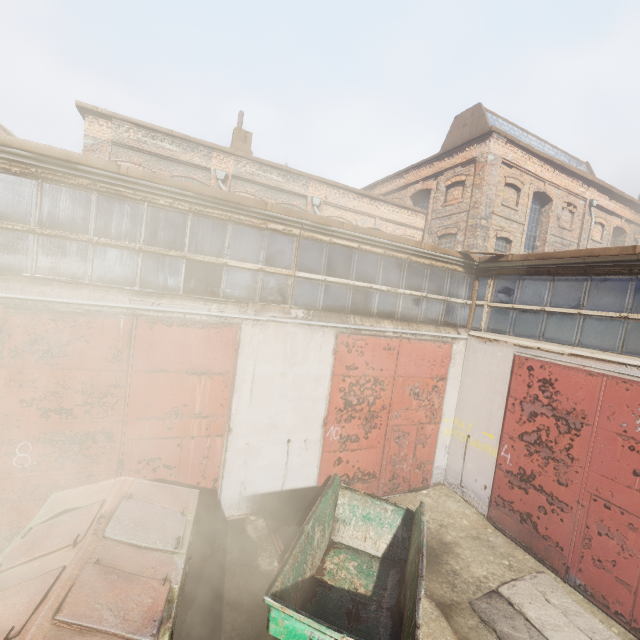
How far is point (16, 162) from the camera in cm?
495

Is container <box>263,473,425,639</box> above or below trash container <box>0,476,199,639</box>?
below

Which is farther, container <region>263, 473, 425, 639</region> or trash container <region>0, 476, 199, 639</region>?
container <region>263, 473, 425, 639</region>

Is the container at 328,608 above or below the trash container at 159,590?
below

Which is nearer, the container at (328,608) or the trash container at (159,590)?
the trash container at (159,590)
